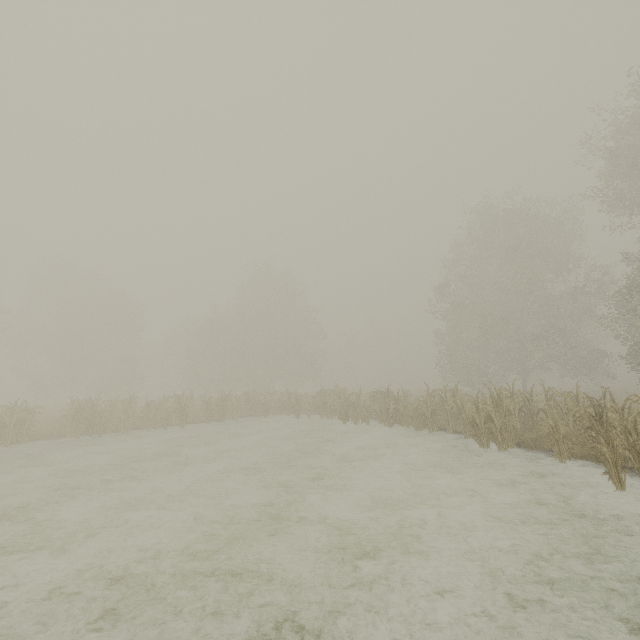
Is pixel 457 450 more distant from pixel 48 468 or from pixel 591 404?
pixel 48 468
